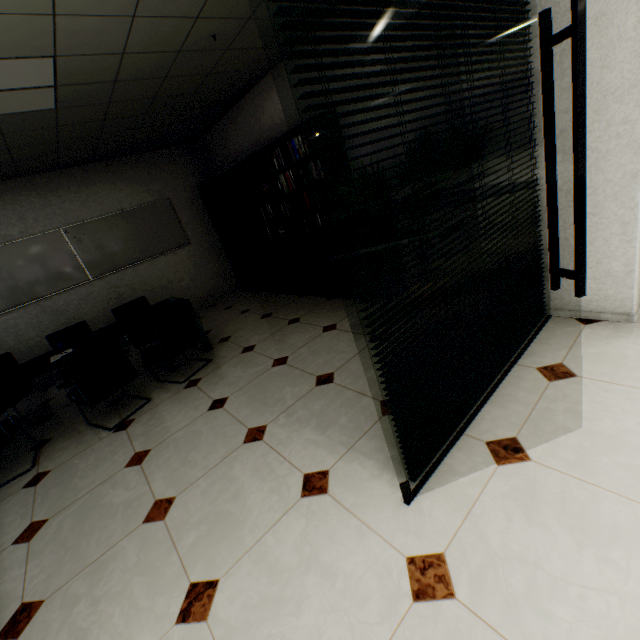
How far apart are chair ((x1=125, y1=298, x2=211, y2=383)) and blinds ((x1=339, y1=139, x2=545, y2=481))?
2.8m

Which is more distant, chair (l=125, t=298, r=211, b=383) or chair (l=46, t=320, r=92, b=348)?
chair (l=46, t=320, r=92, b=348)

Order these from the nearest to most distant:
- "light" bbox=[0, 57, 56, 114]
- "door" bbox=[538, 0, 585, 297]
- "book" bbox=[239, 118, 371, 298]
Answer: "door" bbox=[538, 0, 585, 297] → "light" bbox=[0, 57, 56, 114] → "book" bbox=[239, 118, 371, 298]

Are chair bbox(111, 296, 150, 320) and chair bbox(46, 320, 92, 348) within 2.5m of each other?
yes

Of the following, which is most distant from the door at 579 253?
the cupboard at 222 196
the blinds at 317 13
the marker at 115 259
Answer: the marker at 115 259

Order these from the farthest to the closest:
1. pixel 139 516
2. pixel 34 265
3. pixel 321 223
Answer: pixel 34 265, pixel 321 223, pixel 139 516

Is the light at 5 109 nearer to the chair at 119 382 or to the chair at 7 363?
the chair at 119 382

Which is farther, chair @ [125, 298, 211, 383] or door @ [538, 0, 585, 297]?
chair @ [125, 298, 211, 383]
